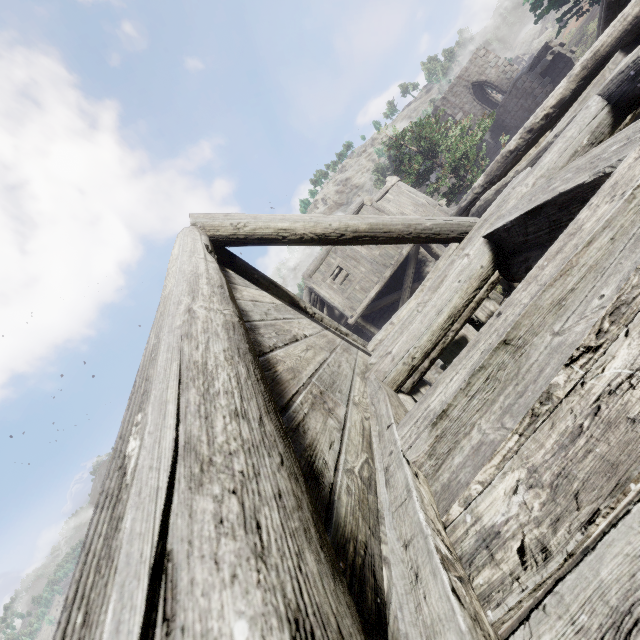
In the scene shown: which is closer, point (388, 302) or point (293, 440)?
point (293, 440)
